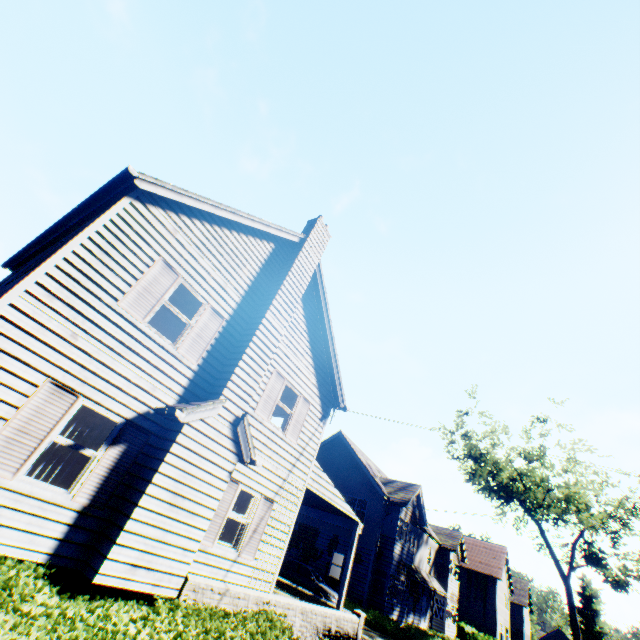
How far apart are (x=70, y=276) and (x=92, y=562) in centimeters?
554cm

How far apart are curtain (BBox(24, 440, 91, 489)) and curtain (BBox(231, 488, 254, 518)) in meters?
4.1

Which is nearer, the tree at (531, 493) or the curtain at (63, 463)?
the curtain at (63, 463)

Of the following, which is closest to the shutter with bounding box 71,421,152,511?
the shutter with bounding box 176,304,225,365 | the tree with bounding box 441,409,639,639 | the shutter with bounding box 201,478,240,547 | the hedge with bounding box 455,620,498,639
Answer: the shutter with bounding box 176,304,225,365

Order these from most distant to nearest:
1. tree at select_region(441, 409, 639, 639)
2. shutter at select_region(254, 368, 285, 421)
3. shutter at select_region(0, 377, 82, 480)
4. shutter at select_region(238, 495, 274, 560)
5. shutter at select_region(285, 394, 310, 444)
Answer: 1. tree at select_region(441, 409, 639, 639)
2. shutter at select_region(285, 394, 310, 444)
3. shutter at select_region(254, 368, 285, 421)
4. shutter at select_region(238, 495, 274, 560)
5. shutter at select_region(0, 377, 82, 480)

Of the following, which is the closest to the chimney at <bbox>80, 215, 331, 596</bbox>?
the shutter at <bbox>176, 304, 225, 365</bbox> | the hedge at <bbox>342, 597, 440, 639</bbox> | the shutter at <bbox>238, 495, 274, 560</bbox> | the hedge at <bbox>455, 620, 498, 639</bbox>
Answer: the shutter at <bbox>176, 304, 225, 365</bbox>

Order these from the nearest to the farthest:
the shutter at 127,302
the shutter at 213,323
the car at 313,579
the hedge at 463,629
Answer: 1. the shutter at 127,302
2. the shutter at 213,323
3. the car at 313,579
4. the hedge at 463,629

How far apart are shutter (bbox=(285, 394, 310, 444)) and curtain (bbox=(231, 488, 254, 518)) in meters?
2.0
